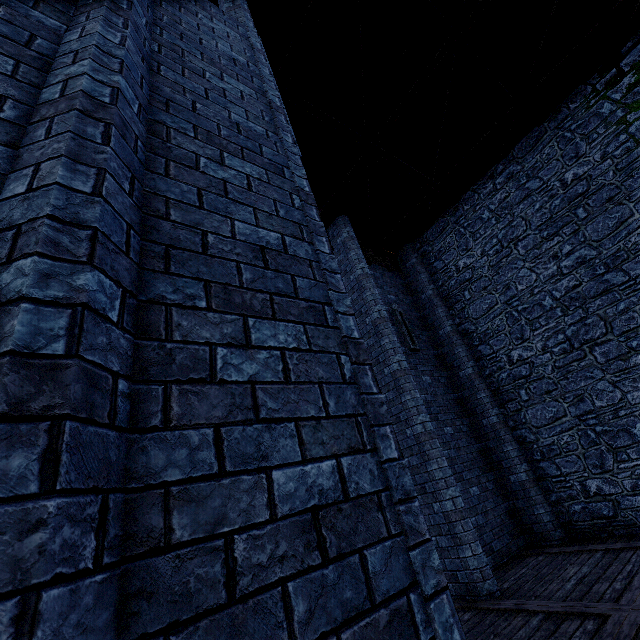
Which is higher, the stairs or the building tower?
the stairs

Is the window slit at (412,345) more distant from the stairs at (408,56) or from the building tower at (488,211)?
the stairs at (408,56)

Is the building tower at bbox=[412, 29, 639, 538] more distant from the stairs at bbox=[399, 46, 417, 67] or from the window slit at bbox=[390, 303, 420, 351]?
the window slit at bbox=[390, 303, 420, 351]

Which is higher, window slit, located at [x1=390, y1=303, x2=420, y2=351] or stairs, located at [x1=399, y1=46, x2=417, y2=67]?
stairs, located at [x1=399, y1=46, x2=417, y2=67]

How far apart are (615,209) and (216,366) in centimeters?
1025cm

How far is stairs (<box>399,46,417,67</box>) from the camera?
6.9 meters

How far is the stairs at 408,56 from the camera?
6.9m
